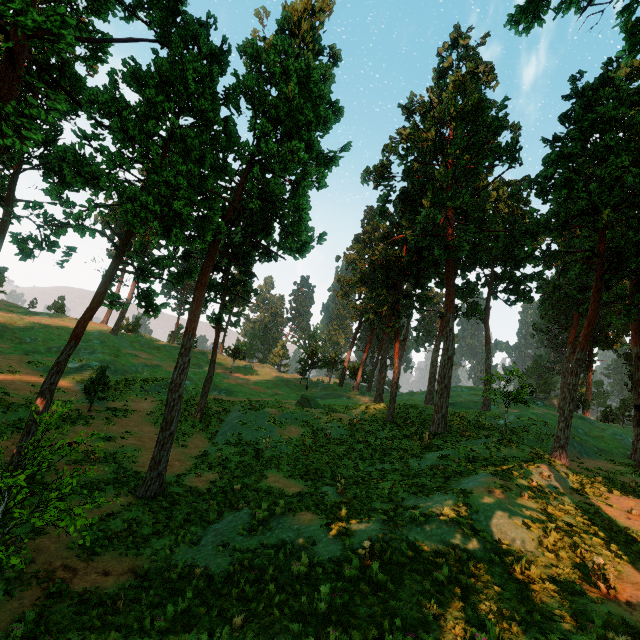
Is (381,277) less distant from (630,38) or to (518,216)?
(518,216)

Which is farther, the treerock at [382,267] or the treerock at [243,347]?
the treerock at [243,347]

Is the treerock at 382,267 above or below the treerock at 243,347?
above

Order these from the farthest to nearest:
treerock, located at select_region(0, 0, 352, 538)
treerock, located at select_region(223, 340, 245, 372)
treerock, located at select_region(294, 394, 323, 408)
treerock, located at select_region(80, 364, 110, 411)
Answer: treerock, located at select_region(223, 340, 245, 372) < treerock, located at select_region(294, 394, 323, 408) < treerock, located at select_region(80, 364, 110, 411) < treerock, located at select_region(0, 0, 352, 538)

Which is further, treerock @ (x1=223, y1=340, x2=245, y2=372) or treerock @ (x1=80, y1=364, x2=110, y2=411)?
treerock @ (x1=223, y1=340, x2=245, y2=372)

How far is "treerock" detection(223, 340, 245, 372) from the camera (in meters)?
51.00

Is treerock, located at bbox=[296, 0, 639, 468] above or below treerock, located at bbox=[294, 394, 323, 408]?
above
